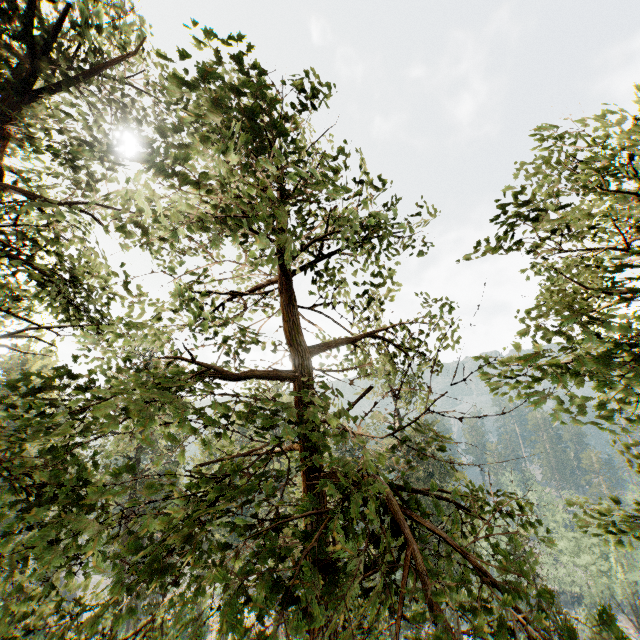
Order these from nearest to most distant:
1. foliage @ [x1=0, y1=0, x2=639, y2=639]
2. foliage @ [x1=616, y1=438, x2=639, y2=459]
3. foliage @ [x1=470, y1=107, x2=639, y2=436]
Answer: foliage @ [x1=0, y1=0, x2=639, y2=639] → foliage @ [x1=470, y1=107, x2=639, y2=436] → foliage @ [x1=616, y1=438, x2=639, y2=459]

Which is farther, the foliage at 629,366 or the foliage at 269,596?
the foliage at 629,366

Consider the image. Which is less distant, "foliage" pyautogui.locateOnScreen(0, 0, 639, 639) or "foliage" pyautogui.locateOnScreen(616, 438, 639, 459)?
"foliage" pyautogui.locateOnScreen(0, 0, 639, 639)

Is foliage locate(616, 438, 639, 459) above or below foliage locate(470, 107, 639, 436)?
below

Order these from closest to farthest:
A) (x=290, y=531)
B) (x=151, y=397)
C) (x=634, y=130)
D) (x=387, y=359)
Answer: (x=151, y=397), (x=634, y=130), (x=290, y=531), (x=387, y=359)

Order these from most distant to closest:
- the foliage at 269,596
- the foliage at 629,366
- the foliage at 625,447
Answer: the foliage at 625,447 → the foliage at 629,366 → the foliage at 269,596
